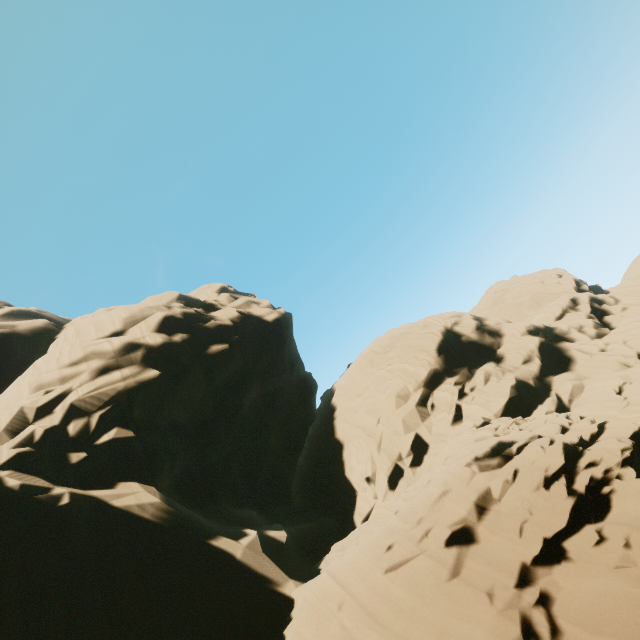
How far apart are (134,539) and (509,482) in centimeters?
1586cm
